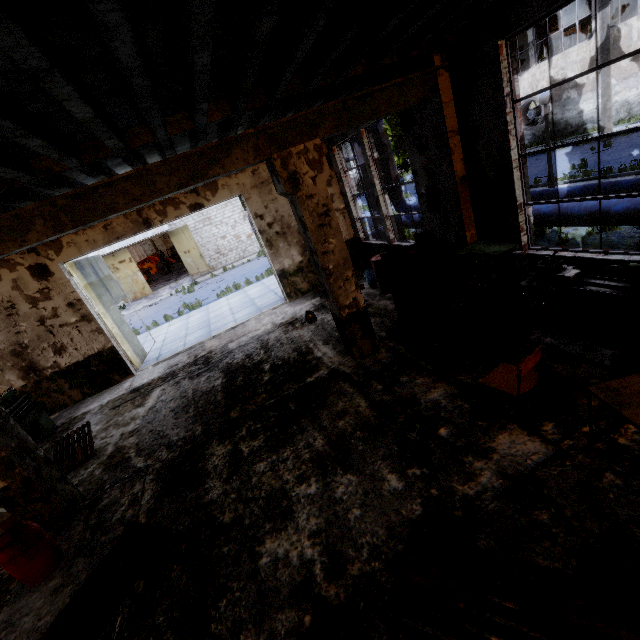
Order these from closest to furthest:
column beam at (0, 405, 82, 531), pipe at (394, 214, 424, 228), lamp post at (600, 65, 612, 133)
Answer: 1. column beam at (0, 405, 82, 531)
2. pipe at (394, 214, 424, 228)
3. lamp post at (600, 65, 612, 133)

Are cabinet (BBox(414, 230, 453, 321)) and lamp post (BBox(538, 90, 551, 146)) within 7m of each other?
yes

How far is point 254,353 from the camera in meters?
8.5

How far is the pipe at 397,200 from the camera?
13.14m

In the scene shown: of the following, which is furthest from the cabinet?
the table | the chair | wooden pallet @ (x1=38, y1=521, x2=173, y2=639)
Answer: wooden pallet @ (x1=38, y1=521, x2=173, y2=639)

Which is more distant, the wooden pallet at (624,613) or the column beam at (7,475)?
the column beam at (7,475)

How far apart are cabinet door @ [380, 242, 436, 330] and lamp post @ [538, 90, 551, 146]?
6.41m

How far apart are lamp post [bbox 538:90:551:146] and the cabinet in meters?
5.7 m
